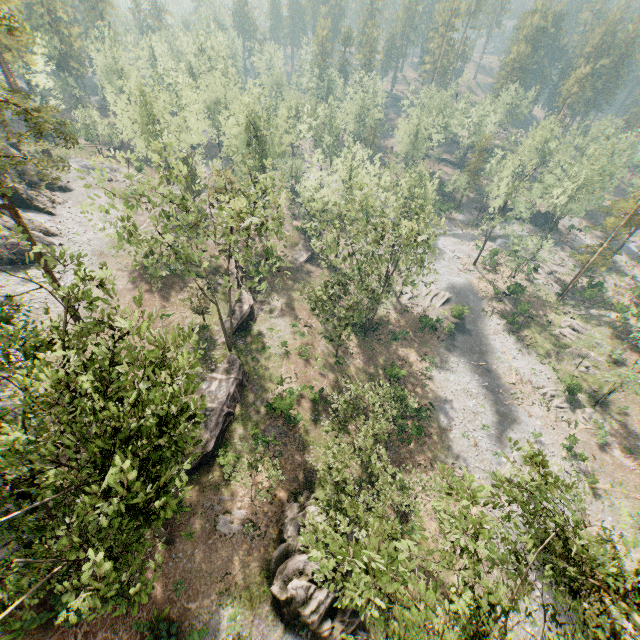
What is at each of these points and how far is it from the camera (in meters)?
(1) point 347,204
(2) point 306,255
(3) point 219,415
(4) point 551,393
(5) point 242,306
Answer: (1) foliage, 45.81
(2) ground embankment, 51.91
(3) ground embankment, 28.94
(4) foliage, 40.38
(5) ground embankment, 38.41

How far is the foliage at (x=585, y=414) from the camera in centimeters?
3741cm

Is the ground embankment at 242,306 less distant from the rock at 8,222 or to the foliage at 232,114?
the foliage at 232,114

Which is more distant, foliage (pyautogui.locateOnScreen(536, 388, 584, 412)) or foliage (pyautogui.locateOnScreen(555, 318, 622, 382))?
foliage (pyautogui.locateOnScreen(555, 318, 622, 382))

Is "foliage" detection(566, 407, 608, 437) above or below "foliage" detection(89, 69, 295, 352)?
below

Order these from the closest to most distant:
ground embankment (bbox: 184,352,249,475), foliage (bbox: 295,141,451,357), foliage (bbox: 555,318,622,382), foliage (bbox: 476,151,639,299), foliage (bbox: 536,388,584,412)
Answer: ground embankment (bbox: 184,352,249,475) → foliage (bbox: 295,141,451,357) → foliage (bbox: 536,388,584,412) → foliage (bbox: 555,318,622,382) → foliage (bbox: 476,151,639,299)

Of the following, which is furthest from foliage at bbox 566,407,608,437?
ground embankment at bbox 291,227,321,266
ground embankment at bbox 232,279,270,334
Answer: ground embankment at bbox 232,279,270,334

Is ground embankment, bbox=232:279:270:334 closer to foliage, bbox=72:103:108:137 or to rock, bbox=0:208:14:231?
foliage, bbox=72:103:108:137
